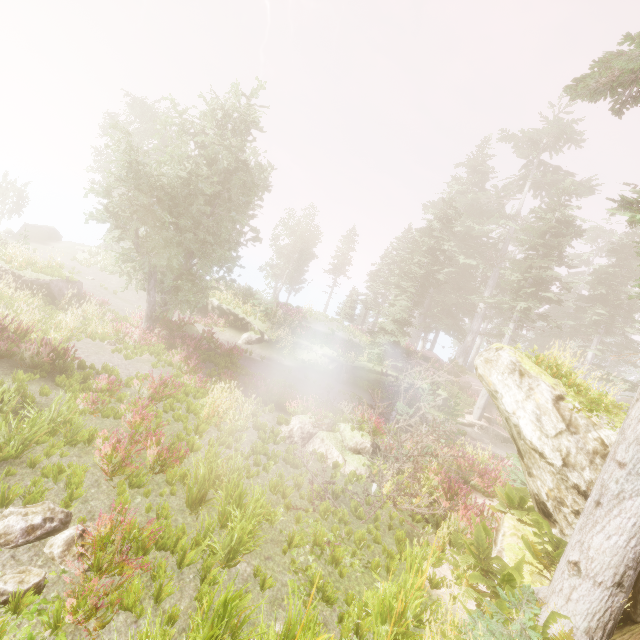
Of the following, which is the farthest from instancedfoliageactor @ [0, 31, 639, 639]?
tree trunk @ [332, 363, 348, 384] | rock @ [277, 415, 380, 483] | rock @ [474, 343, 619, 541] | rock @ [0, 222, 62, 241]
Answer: tree trunk @ [332, 363, 348, 384]

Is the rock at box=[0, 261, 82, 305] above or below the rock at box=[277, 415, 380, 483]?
above

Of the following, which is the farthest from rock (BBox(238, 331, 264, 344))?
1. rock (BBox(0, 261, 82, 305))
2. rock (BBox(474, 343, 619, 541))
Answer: rock (BBox(474, 343, 619, 541))

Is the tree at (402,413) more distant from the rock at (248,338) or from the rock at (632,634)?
the rock at (248,338)

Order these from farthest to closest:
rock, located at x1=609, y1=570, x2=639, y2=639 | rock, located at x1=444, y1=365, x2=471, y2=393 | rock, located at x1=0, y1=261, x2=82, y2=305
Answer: rock, located at x1=444, y1=365, x2=471, y2=393 < rock, located at x1=0, y1=261, x2=82, y2=305 < rock, located at x1=609, y1=570, x2=639, y2=639

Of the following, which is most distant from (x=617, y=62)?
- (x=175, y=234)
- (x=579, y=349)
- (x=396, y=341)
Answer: (x=579, y=349)

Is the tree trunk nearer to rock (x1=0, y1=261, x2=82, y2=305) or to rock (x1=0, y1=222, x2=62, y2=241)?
rock (x1=0, y1=261, x2=82, y2=305)

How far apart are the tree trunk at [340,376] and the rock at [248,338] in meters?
5.5 m
